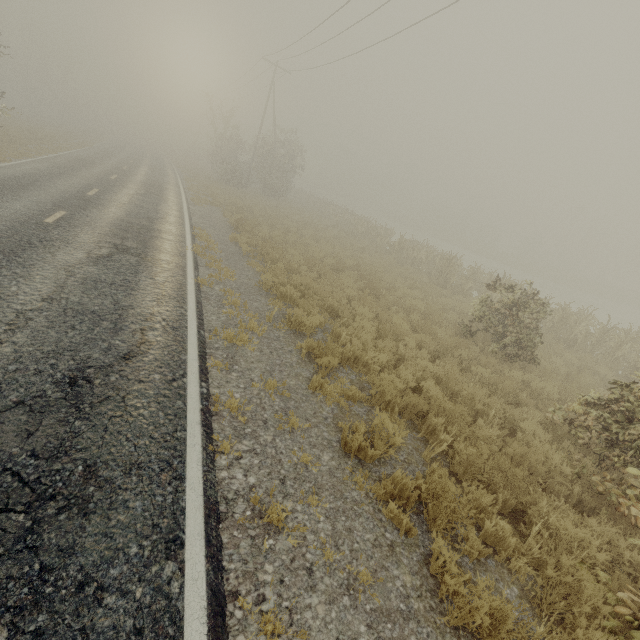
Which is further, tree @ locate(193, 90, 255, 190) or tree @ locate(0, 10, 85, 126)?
tree @ locate(0, 10, 85, 126)

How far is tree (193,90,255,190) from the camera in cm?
3155

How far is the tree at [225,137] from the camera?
31.5 meters

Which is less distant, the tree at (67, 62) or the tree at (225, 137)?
the tree at (225, 137)

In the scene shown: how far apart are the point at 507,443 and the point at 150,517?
6.2 meters
